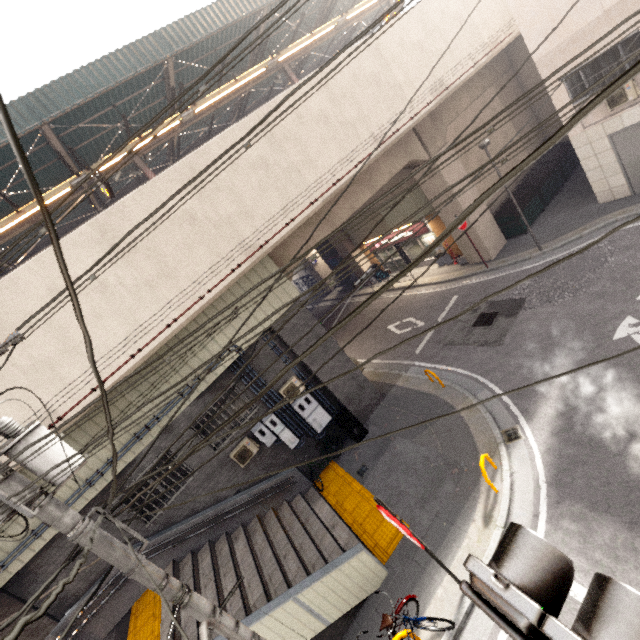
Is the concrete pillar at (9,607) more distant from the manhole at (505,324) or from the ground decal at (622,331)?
the ground decal at (622,331)

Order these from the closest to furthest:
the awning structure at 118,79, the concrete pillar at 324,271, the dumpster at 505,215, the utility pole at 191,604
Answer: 1. the utility pole at 191,604
2. the awning structure at 118,79
3. the dumpster at 505,215
4. the concrete pillar at 324,271

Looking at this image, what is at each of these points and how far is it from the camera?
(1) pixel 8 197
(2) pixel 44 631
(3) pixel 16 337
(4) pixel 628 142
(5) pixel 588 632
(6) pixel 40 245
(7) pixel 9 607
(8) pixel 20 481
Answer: (1) awning structure, 11.8 meters
(2) concrete pillar, 8.2 meters
(3) utility pole, 3.6 meters
(4) door, 11.0 meters
(5) traffic light, 1.1 meters
(6) awning structure, 16.7 meters
(7) concrete pillar, 7.9 meters
(8) utility pole, 3.6 meters

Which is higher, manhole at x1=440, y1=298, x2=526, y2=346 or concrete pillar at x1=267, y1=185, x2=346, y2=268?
concrete pillar at x1=267, y1=185, x2=346, y2=268

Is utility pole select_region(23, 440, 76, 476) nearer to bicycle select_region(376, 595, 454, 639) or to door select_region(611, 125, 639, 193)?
bicycle select_region(376, 595, 454, 639)

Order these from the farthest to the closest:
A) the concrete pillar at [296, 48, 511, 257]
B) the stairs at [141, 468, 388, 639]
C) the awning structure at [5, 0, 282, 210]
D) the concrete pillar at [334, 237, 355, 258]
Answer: the concrete pillar at [334, 237, 355, 258] < the concrete pillar at [296, 48, 511, 257] < the awning structure at [5, 0, 282, 210] < the stairs at [141, 468, 388, 639]

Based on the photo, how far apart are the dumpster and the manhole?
4.42m

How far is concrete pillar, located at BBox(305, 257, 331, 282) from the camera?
29.7 meters
